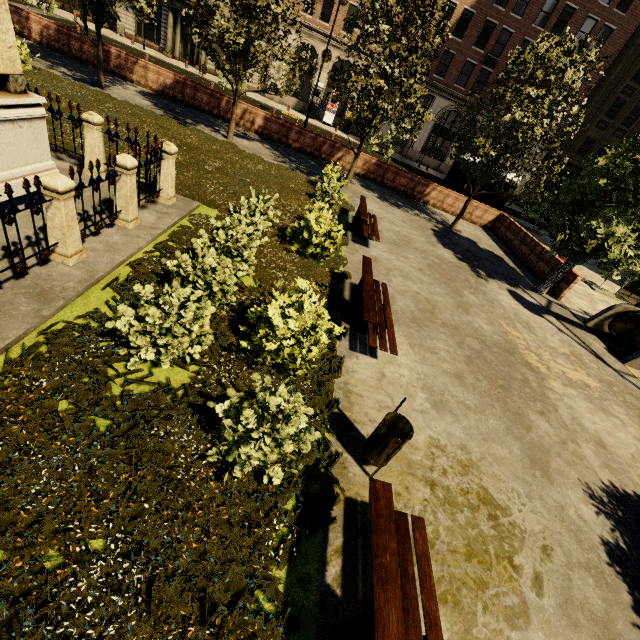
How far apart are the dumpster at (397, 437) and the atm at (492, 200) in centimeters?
1973cm

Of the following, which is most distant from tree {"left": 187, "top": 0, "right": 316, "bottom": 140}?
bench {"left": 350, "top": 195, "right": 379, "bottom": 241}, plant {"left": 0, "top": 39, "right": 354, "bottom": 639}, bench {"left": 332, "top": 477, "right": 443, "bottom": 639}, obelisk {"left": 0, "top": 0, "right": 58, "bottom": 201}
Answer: bench {"left": 332, "top": 477, "right": 443, "bottom": 639}

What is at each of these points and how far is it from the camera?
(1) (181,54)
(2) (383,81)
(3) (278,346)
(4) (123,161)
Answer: (1) building, 32.2m
(2) tree, 11.6m
(3) plant, 5.4m
(4) fence, 5.9m

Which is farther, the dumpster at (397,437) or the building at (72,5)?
the building at (72,5)

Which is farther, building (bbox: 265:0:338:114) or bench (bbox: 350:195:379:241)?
building (bbox: 265:0:338:114)

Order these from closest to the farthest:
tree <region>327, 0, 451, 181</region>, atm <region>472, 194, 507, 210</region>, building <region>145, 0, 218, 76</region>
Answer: tree <region>327, 0, 451, 181</region> → atm <region>472, 194, 507, 210</region> → building <region>145, 0, 218, 76</region>

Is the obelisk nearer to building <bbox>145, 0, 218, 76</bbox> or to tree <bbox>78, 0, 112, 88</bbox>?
tree <bbox>78, 0, 112, 88</bbox>

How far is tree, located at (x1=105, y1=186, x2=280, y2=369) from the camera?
4.1 meters
